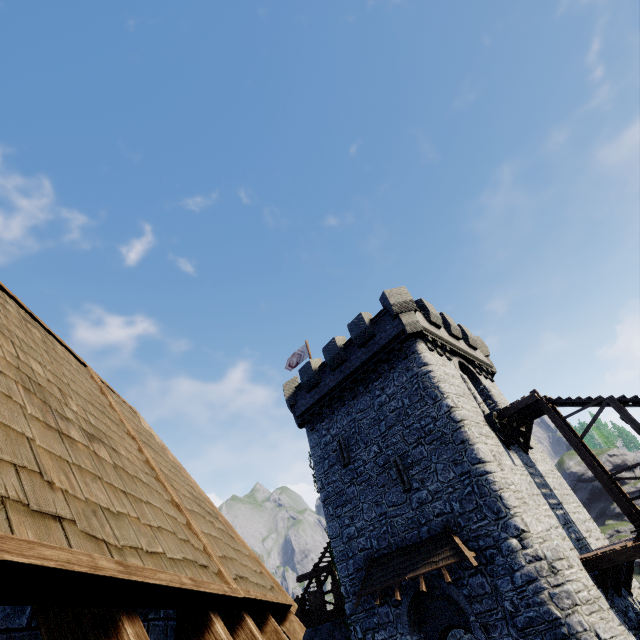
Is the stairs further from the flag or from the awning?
the flag

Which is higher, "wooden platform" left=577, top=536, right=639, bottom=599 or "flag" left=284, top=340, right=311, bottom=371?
"flag" left=284, top=340, right=311, bottom=371

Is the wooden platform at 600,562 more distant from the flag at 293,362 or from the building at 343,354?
the flag at 293,362

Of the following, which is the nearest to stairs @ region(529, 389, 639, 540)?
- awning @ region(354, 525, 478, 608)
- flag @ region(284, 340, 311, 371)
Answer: awning @ region(354, 525, 478, 608)

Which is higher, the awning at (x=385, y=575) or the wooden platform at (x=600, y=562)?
the awning at (x=385, y=575)

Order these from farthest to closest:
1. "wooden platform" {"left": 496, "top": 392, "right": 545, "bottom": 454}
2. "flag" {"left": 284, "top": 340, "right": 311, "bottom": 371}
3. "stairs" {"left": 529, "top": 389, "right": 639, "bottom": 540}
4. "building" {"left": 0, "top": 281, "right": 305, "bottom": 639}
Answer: Answer:
1. "flag" {"left": 284, "top": 340, "right": 311, "bottom": 371}
2. "wooden platform" {"left": 496, "top": 392, "right": 545, "bottom": 454}
3. "stairs" {"left": 529, "top": 389, "right": 639, "bottom": 540}
4. "building" {"left": 0, "top": 281, "right": 305, "bottom": 639}

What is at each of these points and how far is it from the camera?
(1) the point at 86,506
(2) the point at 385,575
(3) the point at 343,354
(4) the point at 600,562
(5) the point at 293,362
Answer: (1) building, 1.6m
(2) awning, 13.9m
(3) building, 20.0m
(4) wooden platform, 10.7m
(5) flag, 26.8m

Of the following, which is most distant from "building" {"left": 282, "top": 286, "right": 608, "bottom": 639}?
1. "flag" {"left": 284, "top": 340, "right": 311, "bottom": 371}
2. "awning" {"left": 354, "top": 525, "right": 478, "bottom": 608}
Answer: "flag" {"left": 284, "top": 340, "right": 311, "bottom": 371}
